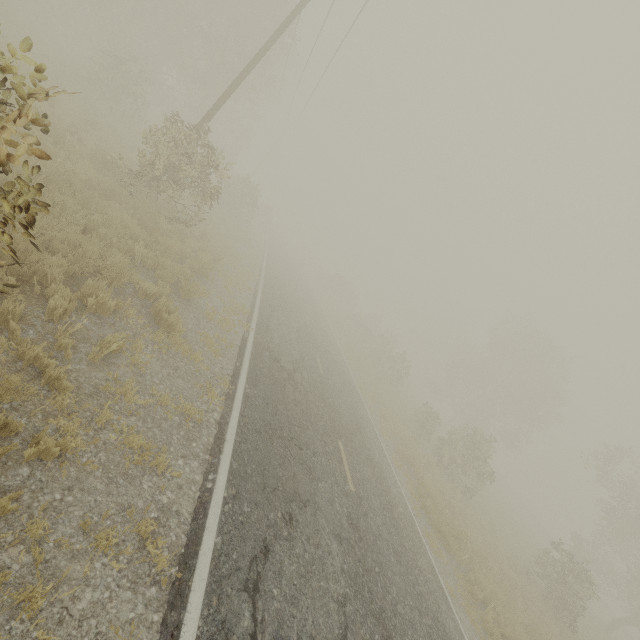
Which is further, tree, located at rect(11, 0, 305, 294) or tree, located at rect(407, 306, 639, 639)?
tree, located at rect(407, 306, 639, 639)

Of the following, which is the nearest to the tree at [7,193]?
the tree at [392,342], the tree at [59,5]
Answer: the tree at [392,342]

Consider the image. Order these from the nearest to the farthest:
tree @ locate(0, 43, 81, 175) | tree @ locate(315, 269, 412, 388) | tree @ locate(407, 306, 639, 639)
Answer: tree @ locate(0, 43, 81, 175) < tree @ locate(407, 306, 639, 639) < tree @ locate(315, 269, 412, 388)

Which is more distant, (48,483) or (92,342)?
(92,342)

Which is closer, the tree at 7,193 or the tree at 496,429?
the tree at 7,193

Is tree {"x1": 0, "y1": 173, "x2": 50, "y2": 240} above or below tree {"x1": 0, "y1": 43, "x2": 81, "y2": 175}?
below

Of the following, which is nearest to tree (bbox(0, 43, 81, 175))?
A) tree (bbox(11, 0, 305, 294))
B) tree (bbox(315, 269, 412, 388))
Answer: tree (bbox(315, 269, 412, 388))
